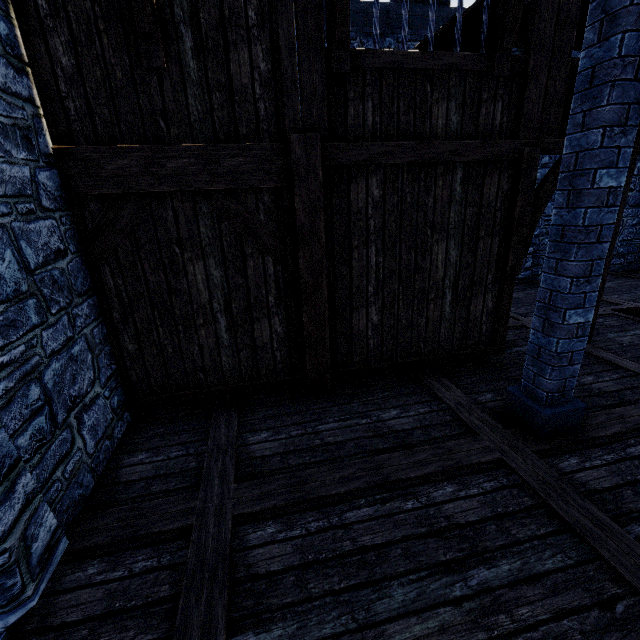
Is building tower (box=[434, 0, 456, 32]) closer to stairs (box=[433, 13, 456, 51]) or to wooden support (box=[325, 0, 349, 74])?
stairs (box=[433, 13, 456, 51])

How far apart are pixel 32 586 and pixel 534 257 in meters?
11.9

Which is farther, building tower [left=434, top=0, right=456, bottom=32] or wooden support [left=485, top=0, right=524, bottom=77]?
building tower [left=434, top=0, right=456, bottom=32]

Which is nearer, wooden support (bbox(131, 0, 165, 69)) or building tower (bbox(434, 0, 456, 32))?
wooden support (bbox(131, 0, 165, 69))

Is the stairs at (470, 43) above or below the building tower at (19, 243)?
above

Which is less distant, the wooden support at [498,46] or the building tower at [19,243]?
the building tower at [19,243]

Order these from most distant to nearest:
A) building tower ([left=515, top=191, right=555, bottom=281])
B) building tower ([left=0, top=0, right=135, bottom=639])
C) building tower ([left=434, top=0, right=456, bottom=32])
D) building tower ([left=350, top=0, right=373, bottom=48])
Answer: building tower ([left=515, top=191, right=555, bottom=281]) → building tower ([left=434, top=0, right=456, bottom=32]) → building tower ([left=350, top=0, right=373, bottom=48]) → building tower ([left=0, top=0, right=135, bottom=639])

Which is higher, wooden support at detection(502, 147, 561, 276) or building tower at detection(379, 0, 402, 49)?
building tower at detection(379, 0, 402, 49)
